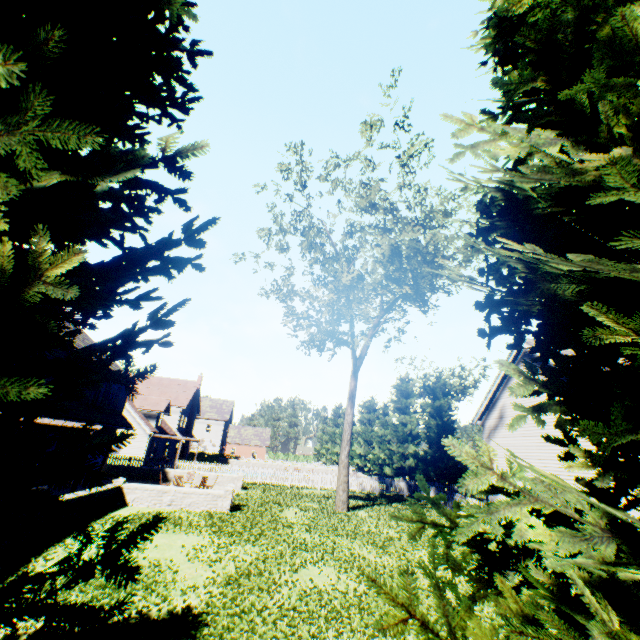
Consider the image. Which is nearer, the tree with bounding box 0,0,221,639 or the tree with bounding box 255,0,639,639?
the tree with bounding box 0,0,221,639

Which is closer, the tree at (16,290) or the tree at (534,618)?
the tree at (16,290)

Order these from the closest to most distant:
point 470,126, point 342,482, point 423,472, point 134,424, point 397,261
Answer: point 470,126 < point 342,482 < point 397,261 < point 134,424 < point 423,472
